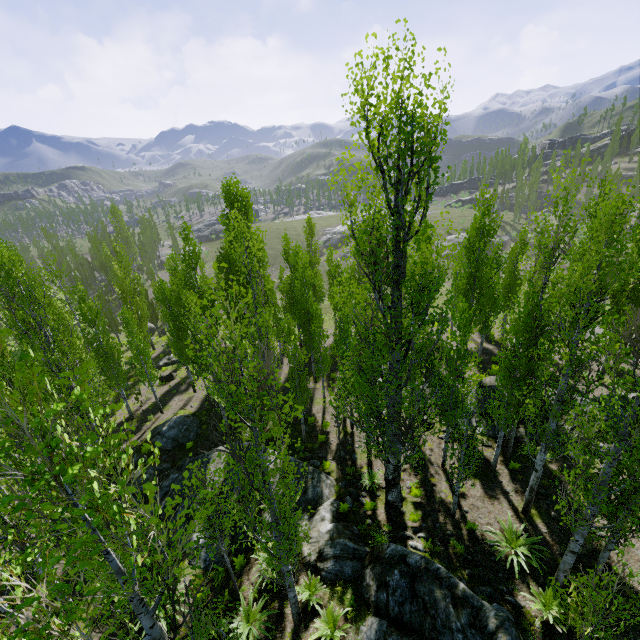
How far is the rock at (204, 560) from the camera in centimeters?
1186cm

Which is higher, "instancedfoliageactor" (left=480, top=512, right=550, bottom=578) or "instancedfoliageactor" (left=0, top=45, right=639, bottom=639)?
"instancedfoliageactor" (left=0, top=45, right=639, bottom=639)

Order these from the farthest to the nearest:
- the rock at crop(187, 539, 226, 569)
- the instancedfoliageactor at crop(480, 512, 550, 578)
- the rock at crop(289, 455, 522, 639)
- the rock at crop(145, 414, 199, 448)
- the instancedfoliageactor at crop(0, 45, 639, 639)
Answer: the rock at crop(145, 414, 199, 448)
the rock at crop(187, 539, 226, 569)
the instancedfoliageactor at crop(480, 512, 550, 578)
the rock at crop(289, 455, 522, 639)
the instancedfoliageactor at crop(0, 45, 639, 639)

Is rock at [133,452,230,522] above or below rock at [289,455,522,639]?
below

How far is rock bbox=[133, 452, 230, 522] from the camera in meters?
14.1 m

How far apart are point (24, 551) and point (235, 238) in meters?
12.3
